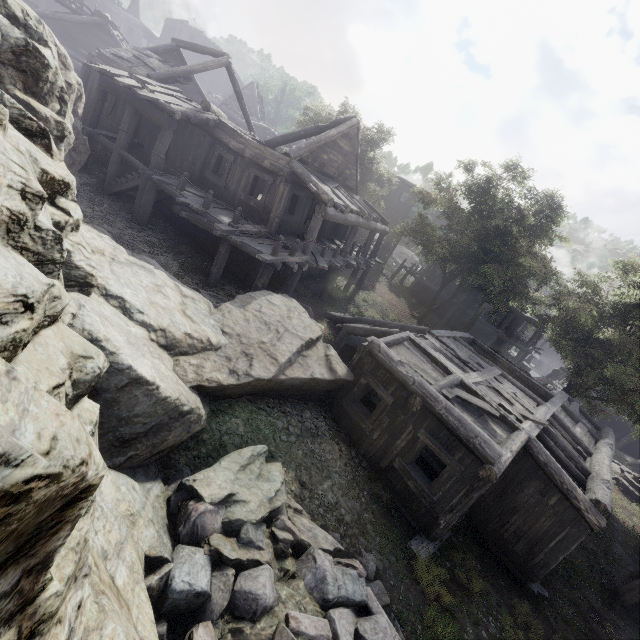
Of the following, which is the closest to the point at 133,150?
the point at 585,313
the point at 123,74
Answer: the point at 123,74

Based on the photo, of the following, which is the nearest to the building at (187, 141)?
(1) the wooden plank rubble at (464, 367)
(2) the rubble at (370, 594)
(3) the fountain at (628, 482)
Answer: (1) the wooden plank rubble at (464, 367)

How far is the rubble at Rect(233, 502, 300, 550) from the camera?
5.2 meters

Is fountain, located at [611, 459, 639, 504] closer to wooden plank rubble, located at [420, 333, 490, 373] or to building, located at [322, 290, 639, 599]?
building, located at [322, 290, 639, 599]

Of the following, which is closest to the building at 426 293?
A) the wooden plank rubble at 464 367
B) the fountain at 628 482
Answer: the wooden plank rubble at 464 367

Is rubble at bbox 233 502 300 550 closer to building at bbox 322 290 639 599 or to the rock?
the rock

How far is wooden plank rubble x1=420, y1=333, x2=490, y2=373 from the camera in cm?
1152

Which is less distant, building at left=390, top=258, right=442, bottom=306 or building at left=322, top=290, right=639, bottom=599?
building at left=322, top=290, right=639, bottom=599
